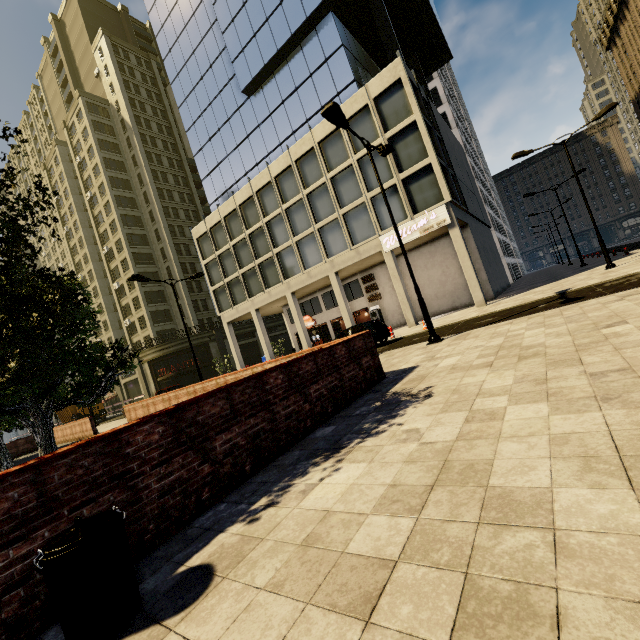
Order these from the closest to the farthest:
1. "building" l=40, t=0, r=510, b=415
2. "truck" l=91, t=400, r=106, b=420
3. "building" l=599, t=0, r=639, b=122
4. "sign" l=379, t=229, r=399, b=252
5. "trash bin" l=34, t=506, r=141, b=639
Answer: "trash bin" l=34, t=506, r=141, b=639 → "sign" l=379, t=229, r=399, b=252 → "building" l=40, t=0, r=510, b=415 → "building" l=599, t=0, r=639, b=122 → "truck" l=91, t=400, r=106, b=420

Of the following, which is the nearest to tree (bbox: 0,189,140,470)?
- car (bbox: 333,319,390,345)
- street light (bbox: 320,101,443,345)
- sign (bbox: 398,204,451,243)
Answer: street light (bbox: 320,101,443,345)

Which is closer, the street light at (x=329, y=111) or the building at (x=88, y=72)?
the street light at (x=329, y=111)

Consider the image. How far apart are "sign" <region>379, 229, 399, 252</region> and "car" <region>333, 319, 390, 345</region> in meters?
7.3

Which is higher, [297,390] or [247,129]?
[247,129]

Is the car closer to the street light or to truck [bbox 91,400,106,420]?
the street light

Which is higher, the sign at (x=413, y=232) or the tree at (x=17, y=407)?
the sign at (x=413, y=232)

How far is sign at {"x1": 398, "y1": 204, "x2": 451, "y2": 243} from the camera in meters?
20.6
